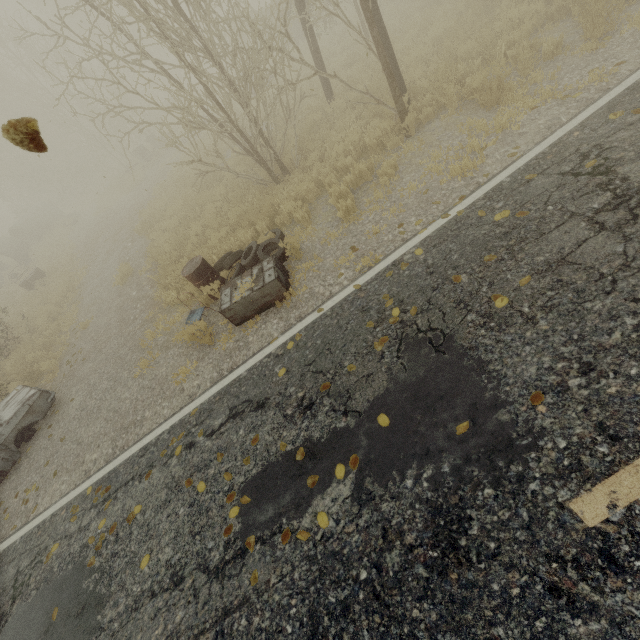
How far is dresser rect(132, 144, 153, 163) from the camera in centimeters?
2280cm

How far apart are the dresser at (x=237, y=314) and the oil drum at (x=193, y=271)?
0.54m

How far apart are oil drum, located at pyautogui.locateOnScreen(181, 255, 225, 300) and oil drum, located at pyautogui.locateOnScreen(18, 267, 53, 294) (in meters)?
14.68

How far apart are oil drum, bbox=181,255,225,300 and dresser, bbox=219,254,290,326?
0.5 meters

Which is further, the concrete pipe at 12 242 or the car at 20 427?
the concrete pipe at 12 242

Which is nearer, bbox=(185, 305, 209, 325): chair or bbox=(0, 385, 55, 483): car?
bbox=(185, 305, 209, 325): chair

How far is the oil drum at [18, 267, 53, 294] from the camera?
15.3m

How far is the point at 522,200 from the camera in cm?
435
